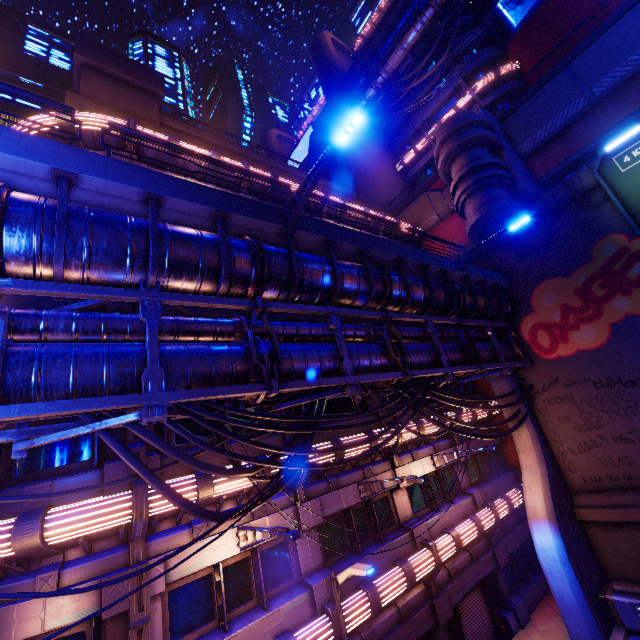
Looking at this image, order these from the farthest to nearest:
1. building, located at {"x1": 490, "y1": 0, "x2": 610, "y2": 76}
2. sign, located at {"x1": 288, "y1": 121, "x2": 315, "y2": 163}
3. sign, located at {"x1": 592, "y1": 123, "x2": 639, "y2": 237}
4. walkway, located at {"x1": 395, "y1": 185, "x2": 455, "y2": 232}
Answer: sign, located at {"x1": 288, "y1": 121, "x2": 315, "y2": 163}
building, located at {"x1": 490, "y1": 0, "x2": 610, "y2": 76}
walkway, located at {"x1": 395, "y1": 185, "x2": 455, "y2": 232}
sign, located at {"x1": 592, "y1": 123, "x2": 639, "y2": 237}

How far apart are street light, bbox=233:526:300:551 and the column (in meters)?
16.89

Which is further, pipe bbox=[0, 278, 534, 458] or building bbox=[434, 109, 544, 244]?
building bbox=[434, 109, 544, 244]

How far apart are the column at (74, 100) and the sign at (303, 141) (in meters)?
30.41

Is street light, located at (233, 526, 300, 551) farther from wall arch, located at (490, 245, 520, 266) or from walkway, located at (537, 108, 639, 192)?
walkway, located at (537, 108, 639, 192)

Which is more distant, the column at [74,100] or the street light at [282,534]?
the column at [74,100]

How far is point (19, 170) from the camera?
5.8m

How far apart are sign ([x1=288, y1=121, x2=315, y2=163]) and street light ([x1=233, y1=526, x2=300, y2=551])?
42.06m
